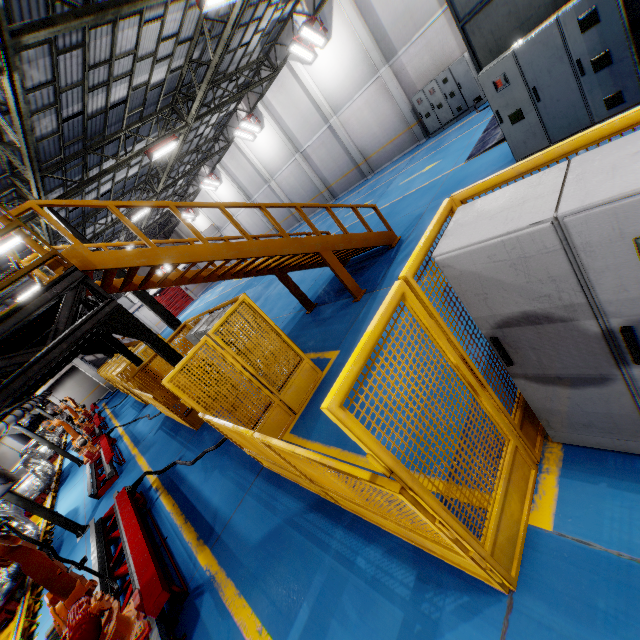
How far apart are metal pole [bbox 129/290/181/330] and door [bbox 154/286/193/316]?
30.7 meters

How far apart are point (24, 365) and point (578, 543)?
6.0 meters

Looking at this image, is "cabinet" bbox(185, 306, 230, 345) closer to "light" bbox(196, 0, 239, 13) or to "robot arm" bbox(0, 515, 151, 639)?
"robot arm" bbox(0, 515, 151, 639)

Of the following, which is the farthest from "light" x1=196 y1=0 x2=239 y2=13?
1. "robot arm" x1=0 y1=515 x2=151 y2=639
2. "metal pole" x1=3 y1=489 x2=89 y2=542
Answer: "metal pole" x1=3 y1=489 x2=89 y2=542

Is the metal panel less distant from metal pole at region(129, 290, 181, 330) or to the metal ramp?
metal pole at region(129, 290, 181, 330)

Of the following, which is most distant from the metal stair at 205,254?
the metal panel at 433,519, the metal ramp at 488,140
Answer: the metal ramp at 488,140

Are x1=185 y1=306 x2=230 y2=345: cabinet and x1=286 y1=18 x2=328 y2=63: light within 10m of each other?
no

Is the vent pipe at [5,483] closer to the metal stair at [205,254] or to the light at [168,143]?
the metal stair at [205,254]
